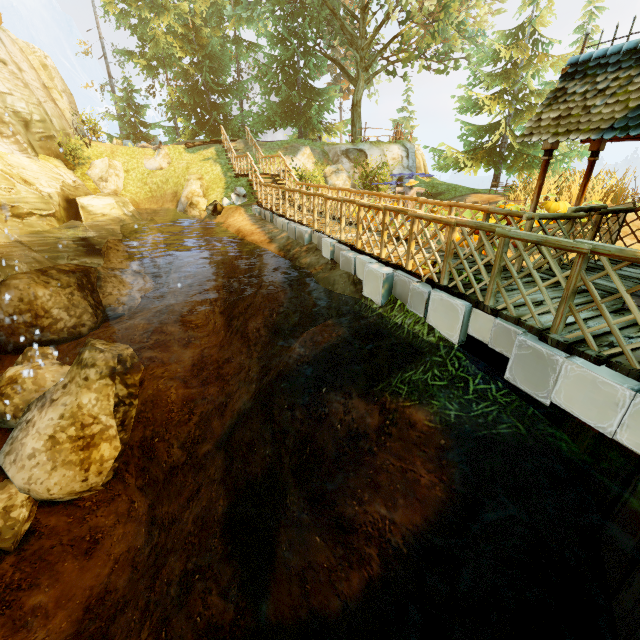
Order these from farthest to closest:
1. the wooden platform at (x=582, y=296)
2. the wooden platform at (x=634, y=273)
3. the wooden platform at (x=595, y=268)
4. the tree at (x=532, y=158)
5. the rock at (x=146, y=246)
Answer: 1. the tree at (x=532, y=158)
2. the rock at (x=146, y=246)
3. the wooden platform at (x=595, y=268)
4. the wooden platform at (x=634, y=273)
5. the wooden platform at (x=582, y=296)

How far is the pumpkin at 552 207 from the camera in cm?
1292

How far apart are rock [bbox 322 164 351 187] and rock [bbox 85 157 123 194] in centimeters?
1210cm

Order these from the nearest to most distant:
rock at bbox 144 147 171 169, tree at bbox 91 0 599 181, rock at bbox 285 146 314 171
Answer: tree at bbox 91 0 599 181, rock at bbox 285 146 314 171, rock at bbox 144 147 171 169

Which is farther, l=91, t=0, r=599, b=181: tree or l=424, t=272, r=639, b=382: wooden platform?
l=91, t=0, r=599, b=181: tree

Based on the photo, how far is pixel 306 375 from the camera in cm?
569

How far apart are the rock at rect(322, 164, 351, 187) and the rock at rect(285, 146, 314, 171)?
0.4m

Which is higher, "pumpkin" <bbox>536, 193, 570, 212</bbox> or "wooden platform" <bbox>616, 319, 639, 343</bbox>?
"pumpkin" <bbox>536, 193, 570, 212</bbox>
